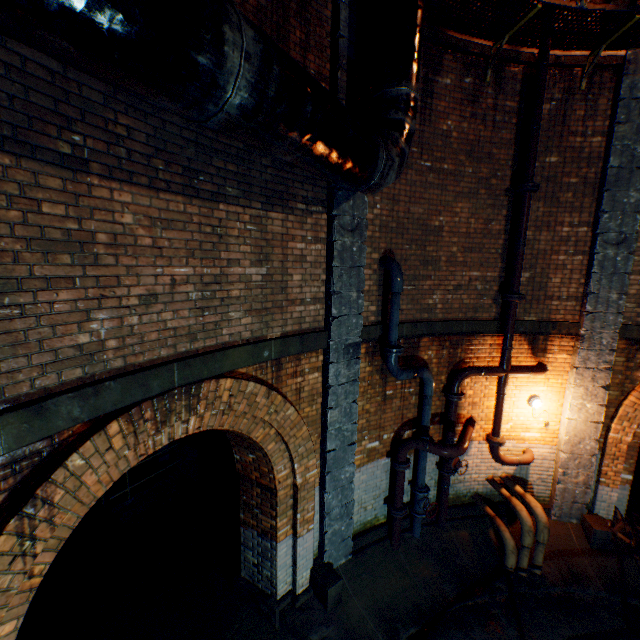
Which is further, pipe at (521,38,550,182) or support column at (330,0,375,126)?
pipe at (521,38,550,182)

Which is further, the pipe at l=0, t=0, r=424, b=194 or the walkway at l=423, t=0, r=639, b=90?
the walkway at l=423, t=0, r=639, b=90

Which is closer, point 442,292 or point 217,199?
point 217,199

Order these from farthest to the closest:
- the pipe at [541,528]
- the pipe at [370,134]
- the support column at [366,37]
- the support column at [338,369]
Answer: the pipe at [541,528], the support column at [338,369], the support column at [366,37], the pipe at [370,134]

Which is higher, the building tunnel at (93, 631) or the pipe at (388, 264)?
the pipe at (388, 264)

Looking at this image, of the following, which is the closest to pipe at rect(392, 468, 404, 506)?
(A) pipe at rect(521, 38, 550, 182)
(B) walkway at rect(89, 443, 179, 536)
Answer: (A) pipe at rect(521, 38, 550, 182)

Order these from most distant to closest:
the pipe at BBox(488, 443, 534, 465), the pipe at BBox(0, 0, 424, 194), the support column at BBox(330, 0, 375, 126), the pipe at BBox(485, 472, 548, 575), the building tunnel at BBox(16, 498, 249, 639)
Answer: the pipe at BBox(488, 443, 534, 465), the pipe at BBox(485, 472, 548, 575), the building tunnel at BBox(16, 498, 249, 639), the support column at BBox(330, 0, 375, 126), the pipe at BBox(0, 0, 424, 194)

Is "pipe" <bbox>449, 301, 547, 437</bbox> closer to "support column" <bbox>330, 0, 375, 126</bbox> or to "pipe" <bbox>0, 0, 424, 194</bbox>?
"support column" <bbox>330, 0, 375, 126</bbox>
